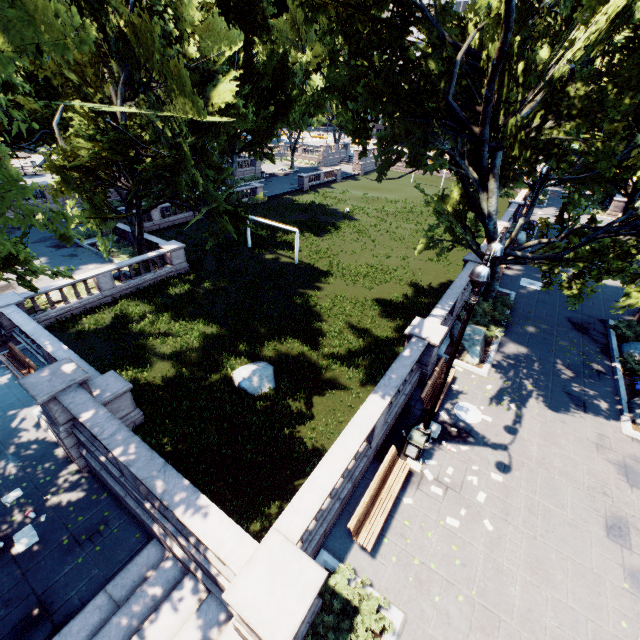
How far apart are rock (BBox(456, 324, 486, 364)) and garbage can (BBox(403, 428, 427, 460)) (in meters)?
5.82

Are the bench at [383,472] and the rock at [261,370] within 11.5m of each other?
yes

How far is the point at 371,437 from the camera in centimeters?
1036cm

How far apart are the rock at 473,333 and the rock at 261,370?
9.1m

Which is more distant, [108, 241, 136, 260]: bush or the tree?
[108, 241, 136, 260]: bush

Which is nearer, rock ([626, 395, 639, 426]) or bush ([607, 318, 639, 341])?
rock ([626, 395, 639, 426])

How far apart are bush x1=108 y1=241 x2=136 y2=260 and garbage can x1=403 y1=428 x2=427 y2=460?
25.7 meters

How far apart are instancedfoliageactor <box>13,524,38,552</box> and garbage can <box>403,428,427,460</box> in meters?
11.8
